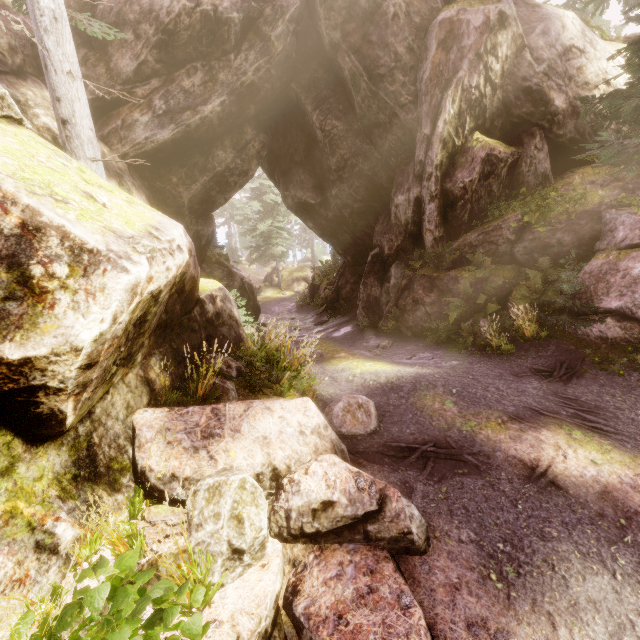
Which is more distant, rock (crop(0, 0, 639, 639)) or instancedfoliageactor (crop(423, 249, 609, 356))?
instancedfoliageactor (crop(423, 249, 609, 356))

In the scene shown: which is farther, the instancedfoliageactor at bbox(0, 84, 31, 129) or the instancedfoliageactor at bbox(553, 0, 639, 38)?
the instancedfoliageactor at bbox(553, 0, 639, 38)

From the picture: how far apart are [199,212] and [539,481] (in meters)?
15.00

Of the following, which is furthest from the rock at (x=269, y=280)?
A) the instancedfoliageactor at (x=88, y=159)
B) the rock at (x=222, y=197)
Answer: the rock at (x=222, y=197)

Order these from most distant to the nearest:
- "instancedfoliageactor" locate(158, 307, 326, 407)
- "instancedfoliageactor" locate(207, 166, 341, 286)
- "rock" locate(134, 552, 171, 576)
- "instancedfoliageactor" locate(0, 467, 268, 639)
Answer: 1. "instancedfoliageactor" locate(207, 166, 341, 286)
2. "instancedfoliageactor" locate(158, 307, 326, 407)
3. "rock" locate(134, 552, 171, 576)
4. "instancedfoliageactor" locate(0, 467, 268, 639)

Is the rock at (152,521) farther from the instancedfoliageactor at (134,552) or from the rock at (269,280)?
the rock at (269,280)

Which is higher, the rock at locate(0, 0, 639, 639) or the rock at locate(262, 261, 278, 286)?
the rock at locate(0, 0, 639, 639)

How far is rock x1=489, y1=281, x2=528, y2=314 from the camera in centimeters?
929cm
